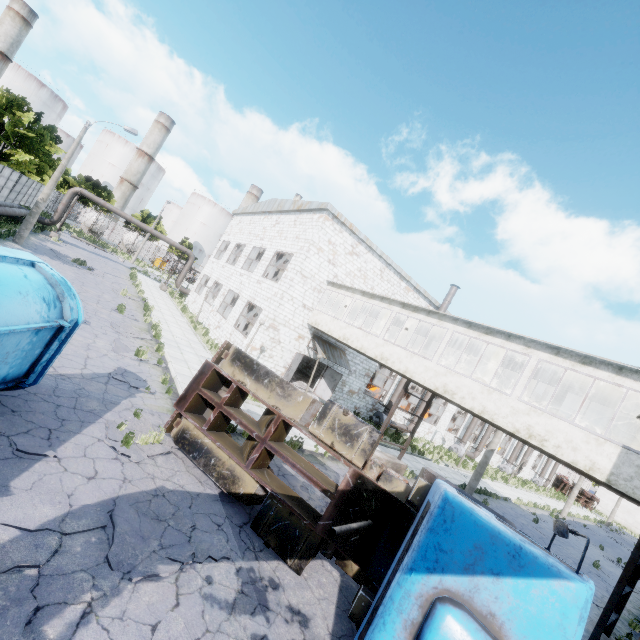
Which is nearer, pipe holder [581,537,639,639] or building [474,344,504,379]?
pipe holder [581,537,639,639]

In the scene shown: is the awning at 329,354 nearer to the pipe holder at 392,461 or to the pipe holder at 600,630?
the pipe holder at 392,461

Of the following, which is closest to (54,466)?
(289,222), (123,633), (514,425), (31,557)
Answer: (31,557)

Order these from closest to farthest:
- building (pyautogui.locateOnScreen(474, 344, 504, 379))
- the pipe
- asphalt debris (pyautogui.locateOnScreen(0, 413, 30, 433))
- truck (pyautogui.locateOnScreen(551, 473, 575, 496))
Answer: asphalt debris (pyautogui.locateOnScreen(0, 413, 30, 433)) < building (pyautogui.locateOnScreen(474, 344, 504, 379)) < the pipe < truck (pyautogui.locateOnScreen(551, 473, 575, 496))

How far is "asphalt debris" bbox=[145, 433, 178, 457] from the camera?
7.3 meters

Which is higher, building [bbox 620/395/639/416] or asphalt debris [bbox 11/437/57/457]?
building [bbox 620/395/639/416]

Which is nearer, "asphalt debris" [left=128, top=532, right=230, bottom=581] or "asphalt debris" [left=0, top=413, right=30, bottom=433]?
"asphalt debris" [left=128, top=532, right=230, bottom=581]

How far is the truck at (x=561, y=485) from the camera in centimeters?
5806cm
